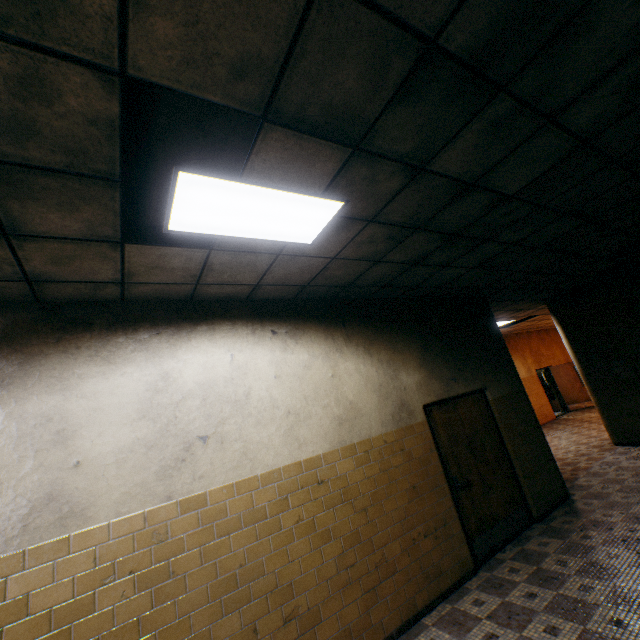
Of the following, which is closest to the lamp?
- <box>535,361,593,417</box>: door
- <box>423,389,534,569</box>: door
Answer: <box>423,389,534,569</box>: door

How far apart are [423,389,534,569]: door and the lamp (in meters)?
3.17

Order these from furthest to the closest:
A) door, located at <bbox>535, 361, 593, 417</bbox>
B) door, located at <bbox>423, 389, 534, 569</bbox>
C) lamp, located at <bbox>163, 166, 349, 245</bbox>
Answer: door, located at <bbox>535, 361, 593, 417</bbox>
door, located at <bbox>423, 389, 534, 569</bbox>
lamp, located at <bbox>163, 166, 349, 245</bbox>

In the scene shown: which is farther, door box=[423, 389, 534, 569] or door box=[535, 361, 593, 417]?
door box=[535, 361, 593, 417]

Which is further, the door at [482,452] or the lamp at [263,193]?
the door at [482,452]

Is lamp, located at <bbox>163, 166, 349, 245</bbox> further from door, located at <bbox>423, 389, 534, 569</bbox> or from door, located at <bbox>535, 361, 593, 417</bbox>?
door, located at <bbox>535, 361, 593, 417</bbox>

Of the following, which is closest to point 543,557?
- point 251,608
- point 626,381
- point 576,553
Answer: point 576,553

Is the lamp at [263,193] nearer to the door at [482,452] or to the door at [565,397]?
the door at [482,452]
